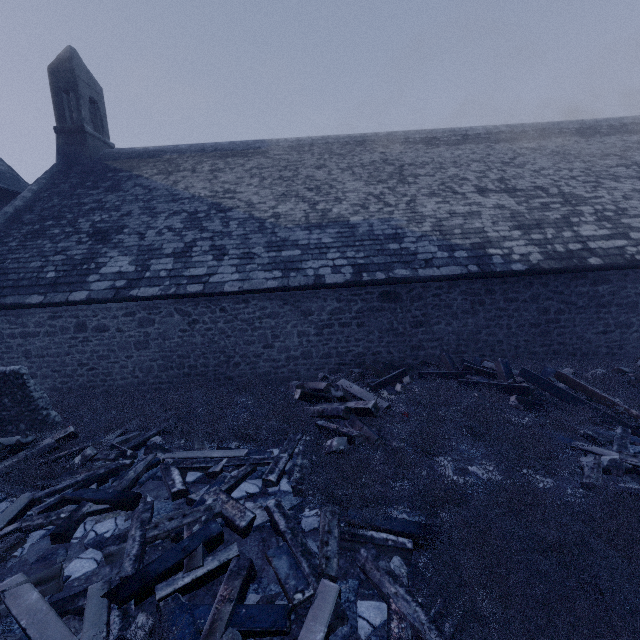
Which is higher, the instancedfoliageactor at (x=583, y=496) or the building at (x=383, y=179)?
the building at (x=383, y=179)

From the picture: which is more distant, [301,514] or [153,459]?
[153,459]

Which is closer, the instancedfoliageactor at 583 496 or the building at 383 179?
the instancedfoliageactor at 583 496

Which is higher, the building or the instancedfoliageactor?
the building

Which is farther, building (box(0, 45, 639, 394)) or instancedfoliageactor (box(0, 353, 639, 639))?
building (box(0, 45, 639, 394))
